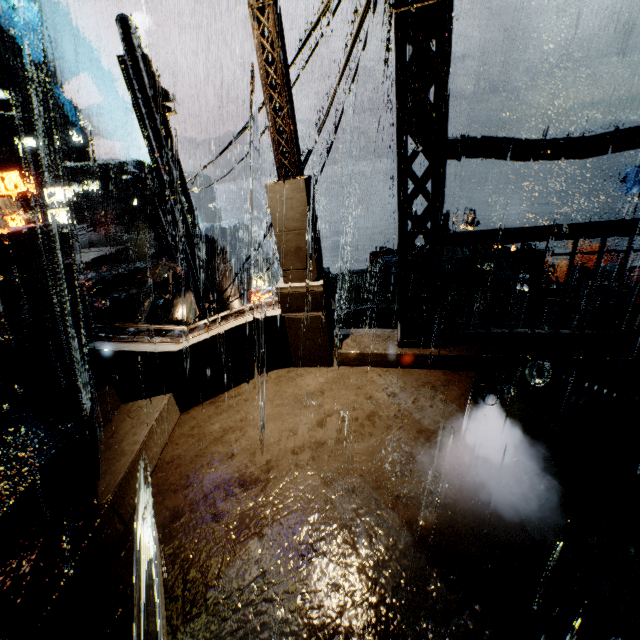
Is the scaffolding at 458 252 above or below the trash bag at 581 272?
above

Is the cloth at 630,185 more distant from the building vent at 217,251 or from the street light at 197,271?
the building vent at 217,251

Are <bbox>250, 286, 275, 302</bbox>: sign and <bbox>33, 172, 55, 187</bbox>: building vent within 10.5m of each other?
no

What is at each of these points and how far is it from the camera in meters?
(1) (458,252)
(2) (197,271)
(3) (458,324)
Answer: (1) scaffolding, 9.2
(2) street light, 9.3
(3) building, 13.5

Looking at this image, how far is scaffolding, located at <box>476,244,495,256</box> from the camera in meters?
8.7 m

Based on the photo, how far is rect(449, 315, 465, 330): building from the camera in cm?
623

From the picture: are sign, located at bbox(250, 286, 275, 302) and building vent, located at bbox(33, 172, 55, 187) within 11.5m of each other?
no

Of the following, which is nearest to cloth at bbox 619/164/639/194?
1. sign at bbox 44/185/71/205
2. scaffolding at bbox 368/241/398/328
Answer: scaffolding at bbox 368/241/398/328
